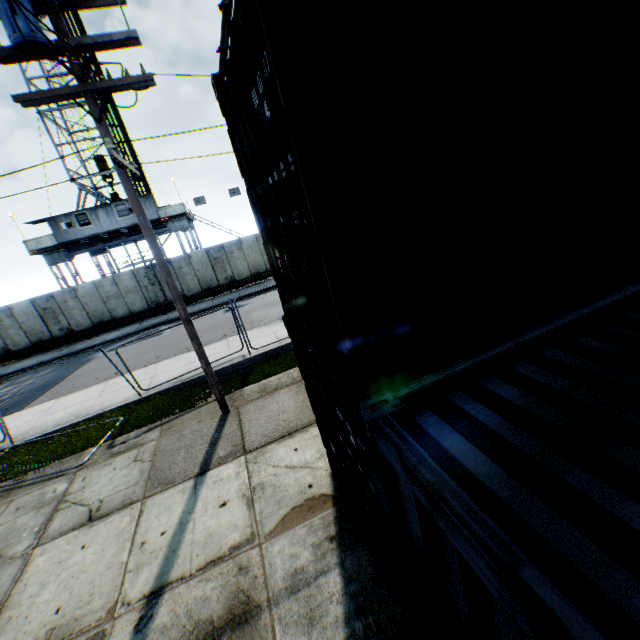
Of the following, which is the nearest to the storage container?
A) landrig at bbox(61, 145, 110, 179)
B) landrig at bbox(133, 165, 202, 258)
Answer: landrig at bbox(133, 165, 202, 258)

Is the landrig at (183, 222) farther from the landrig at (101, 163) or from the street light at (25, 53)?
the street light at (25, 53)

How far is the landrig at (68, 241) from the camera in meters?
22.5 m

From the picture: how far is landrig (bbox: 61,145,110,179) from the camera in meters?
24.9

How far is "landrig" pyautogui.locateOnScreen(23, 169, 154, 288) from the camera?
22.48m

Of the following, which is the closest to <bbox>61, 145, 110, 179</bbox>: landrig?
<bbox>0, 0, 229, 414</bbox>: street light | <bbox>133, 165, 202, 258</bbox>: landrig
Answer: <bbox>133, 165, 202, 258</bbox>: landrig

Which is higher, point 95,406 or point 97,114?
point 97,114

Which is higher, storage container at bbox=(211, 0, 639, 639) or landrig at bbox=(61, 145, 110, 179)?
landrig at bbox=(61, 145, 110, 179)
